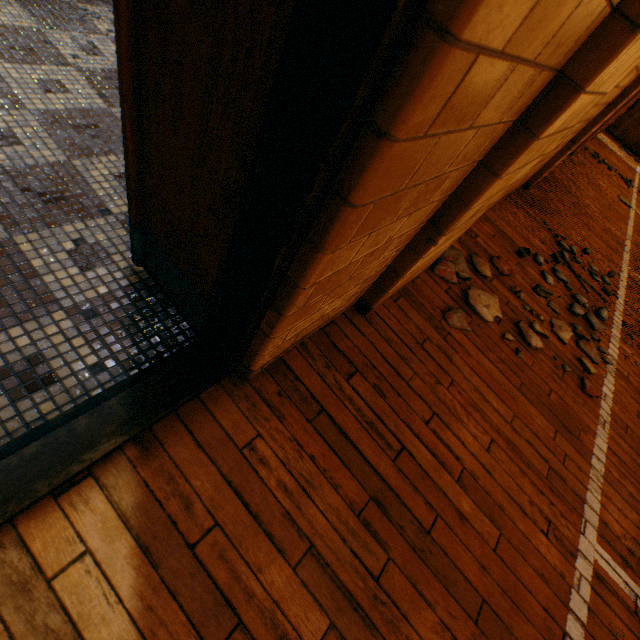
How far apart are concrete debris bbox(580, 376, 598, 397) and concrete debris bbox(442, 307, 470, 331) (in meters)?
1.05

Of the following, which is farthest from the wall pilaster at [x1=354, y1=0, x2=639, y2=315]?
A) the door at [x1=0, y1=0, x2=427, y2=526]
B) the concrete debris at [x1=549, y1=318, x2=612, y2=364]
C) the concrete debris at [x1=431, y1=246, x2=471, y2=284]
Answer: the concrete debris at [x1=549, y1=318, x2=612, y2=364]

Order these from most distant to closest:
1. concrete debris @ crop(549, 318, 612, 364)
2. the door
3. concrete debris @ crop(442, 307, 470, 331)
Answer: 1. concrete debris @ crop(549, 318, 612, 364)
2. concrete debris @ crop(442, 307, 470, 331)
3. the door

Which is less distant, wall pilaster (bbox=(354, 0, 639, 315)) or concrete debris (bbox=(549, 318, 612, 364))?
wall pilaster (bbox=(354, 0, 639, 315))

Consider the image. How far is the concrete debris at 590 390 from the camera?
2.4 meters

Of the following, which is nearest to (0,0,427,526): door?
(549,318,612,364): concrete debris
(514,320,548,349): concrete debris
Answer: (514,320,548,349): concrete debris

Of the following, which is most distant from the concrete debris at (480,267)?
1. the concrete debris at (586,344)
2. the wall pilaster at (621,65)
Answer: the concrete debris at (586,344)

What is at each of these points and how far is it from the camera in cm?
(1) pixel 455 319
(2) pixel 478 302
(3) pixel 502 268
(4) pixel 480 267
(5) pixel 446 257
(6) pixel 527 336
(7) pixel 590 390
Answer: (1) concrete debris, 220
(2) concrete debris, 240
(3) concrete debris, 285
(4) concrete debris, 269
(5) concrete debris, 256
(6) concrete debris, 243
(7) concrete debris, 242
